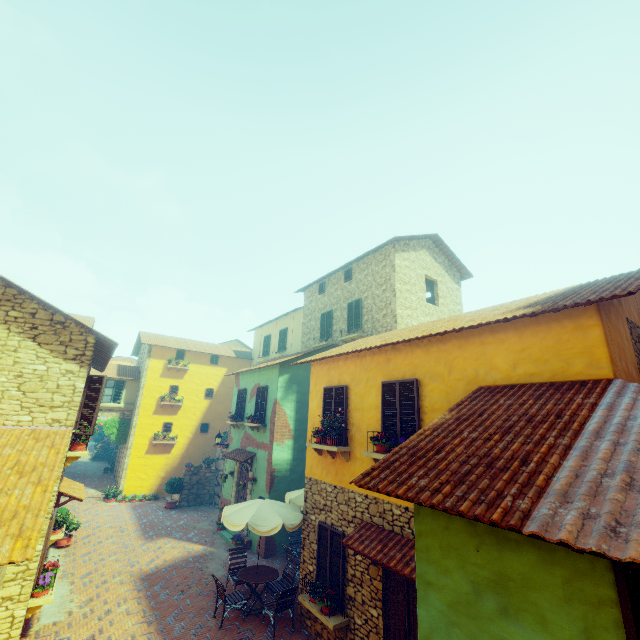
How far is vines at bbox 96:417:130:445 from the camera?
20.9m

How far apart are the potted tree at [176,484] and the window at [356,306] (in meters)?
13.41

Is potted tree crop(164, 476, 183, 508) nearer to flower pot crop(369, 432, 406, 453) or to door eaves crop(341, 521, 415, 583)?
door eaves crop(341, 521, 415, 583)

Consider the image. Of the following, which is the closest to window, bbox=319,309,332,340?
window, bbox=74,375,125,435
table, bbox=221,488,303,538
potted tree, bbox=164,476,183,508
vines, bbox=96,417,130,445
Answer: window, bbox=74,375,125,435

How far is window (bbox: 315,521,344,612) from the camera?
8.0 meters

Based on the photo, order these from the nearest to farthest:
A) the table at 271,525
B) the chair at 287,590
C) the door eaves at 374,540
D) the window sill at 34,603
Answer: the door eaves at 374,540 < the window sill at 34,603 < the chair at 287,590 < the table at 271,525

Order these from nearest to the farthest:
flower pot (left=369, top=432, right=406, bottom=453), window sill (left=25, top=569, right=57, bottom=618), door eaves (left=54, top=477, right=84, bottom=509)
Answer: flower pot (left=369, top=432, right=406, bottom=453), window sill (left=25, top=569, right=57, bottom=618), door eaves (left=54, top=477, right=84, bottom=509)

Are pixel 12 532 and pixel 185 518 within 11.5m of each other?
no
